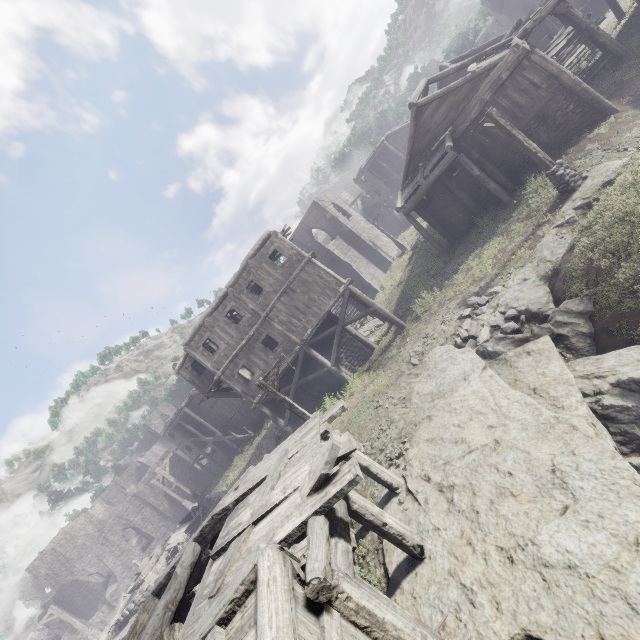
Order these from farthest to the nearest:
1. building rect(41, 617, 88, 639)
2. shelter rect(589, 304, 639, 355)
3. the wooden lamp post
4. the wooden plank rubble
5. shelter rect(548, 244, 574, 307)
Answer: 1. building rect(41, 617, 88, 639)
2. the wooden plank rubble
3. the wooden lamp post
4. shelter rect(548, 244, 574, 307)
5. shelter rect(589, 304, 639, 355)

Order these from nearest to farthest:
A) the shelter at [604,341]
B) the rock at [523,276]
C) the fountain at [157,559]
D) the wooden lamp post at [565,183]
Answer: → the shelter at [604,341] < the rock at [523,276] < the wooden lamp post at [565,183] < the fountain at [157,559]

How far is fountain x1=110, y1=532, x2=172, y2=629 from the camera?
20.8m

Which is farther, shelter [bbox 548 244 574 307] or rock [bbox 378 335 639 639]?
shelter [bbox 548 244 574 307]

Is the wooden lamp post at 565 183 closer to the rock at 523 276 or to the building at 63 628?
the rock at 523 276

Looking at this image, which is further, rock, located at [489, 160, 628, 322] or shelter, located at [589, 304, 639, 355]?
rock, located at [489, 160, 628, 322]

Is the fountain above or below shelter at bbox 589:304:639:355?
above

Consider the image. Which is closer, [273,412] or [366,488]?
[366,488]
